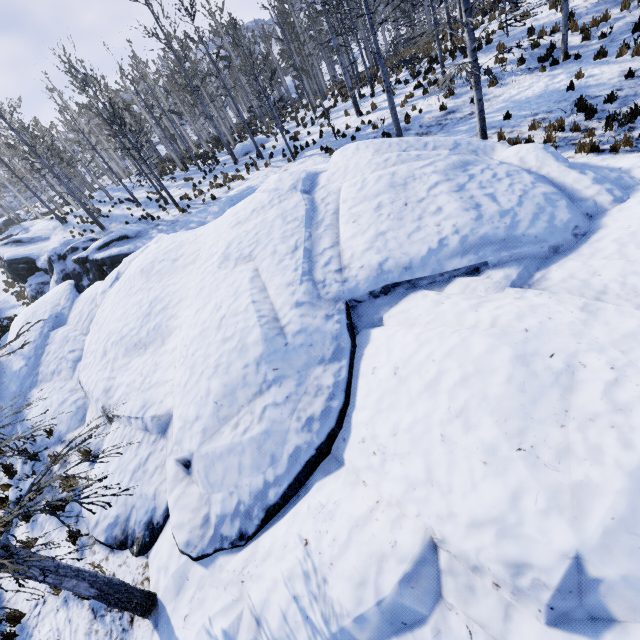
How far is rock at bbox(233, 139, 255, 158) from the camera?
24.3m

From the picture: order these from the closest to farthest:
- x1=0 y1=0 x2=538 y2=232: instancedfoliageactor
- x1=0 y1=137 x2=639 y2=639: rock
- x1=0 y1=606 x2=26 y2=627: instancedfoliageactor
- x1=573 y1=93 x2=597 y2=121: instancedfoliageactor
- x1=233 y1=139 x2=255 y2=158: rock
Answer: x1=0 y1=606 x2=26 y2=627: instancedfoliageactor → x1=0 y1=137 x2=639 y2=639: rock → x1=573 y1=93 x2=597 y2=121: instancedfoliageactor → x1=0 y1=0 x2=538 y2=232: instancedfoliageactor → x1=233 y1=139 x2=255 y2=158: rock

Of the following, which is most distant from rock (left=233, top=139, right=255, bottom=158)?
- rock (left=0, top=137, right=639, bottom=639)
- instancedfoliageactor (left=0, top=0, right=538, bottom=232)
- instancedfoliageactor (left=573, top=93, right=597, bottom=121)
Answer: instancedfoliageactor (left=573, top=93, right=597, bottom=121)

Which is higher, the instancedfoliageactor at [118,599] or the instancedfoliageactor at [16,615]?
the instancedfoliageactor at [118,599]

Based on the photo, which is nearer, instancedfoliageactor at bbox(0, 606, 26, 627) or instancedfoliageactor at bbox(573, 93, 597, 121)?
instancedfoliageactor at bbox(0, 606, 26, 627)

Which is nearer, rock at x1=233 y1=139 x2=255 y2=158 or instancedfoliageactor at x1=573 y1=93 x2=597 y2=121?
instancedfoliageactor at x1=573 y1=93 x2=597 y2=121

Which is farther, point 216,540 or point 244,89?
point 244,89

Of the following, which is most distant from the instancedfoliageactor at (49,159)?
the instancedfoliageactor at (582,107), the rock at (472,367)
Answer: the instancedfoliageactor at (582,107)
